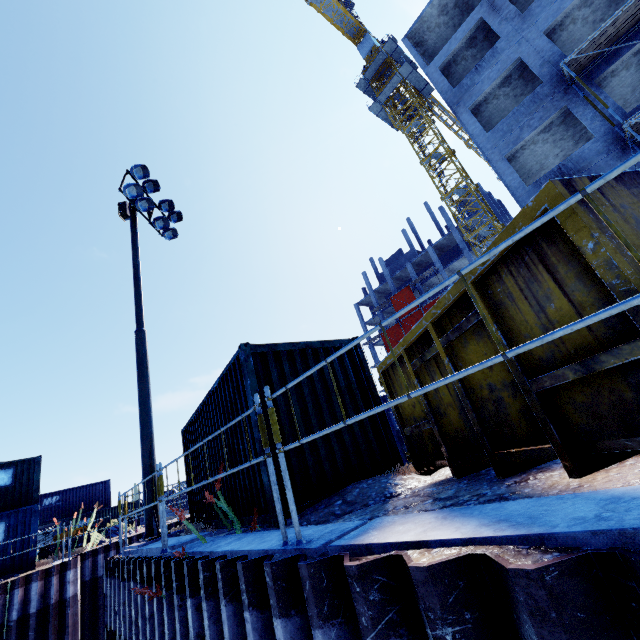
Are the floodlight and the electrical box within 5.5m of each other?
yes

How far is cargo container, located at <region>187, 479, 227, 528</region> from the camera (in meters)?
6.50

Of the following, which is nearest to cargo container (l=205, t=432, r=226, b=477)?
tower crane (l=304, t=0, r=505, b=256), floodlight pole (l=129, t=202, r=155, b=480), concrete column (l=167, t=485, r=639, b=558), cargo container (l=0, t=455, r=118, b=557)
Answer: → floodlight pole (l=129, t=202, r=155, b=480)

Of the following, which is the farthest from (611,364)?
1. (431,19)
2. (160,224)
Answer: (431,19)

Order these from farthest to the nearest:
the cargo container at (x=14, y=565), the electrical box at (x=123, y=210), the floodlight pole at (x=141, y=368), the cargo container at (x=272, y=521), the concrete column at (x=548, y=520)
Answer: the cargo container at (x=14, y=565)
the electrical box at (x=123, y=210)
the floodlight pole at (x=141, y=368)
the cargo container at (x=272, y=521)
the concrete column at (x=548, y=520)

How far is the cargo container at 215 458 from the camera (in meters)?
6.13

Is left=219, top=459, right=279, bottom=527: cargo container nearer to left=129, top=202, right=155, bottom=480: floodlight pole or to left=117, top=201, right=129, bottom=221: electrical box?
left=129, top=202, right=155, bottom=480: floodlight pole

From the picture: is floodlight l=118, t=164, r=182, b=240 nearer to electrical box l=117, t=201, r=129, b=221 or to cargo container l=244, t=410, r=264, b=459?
electrical box l=117, t=201, r=129, b=221
